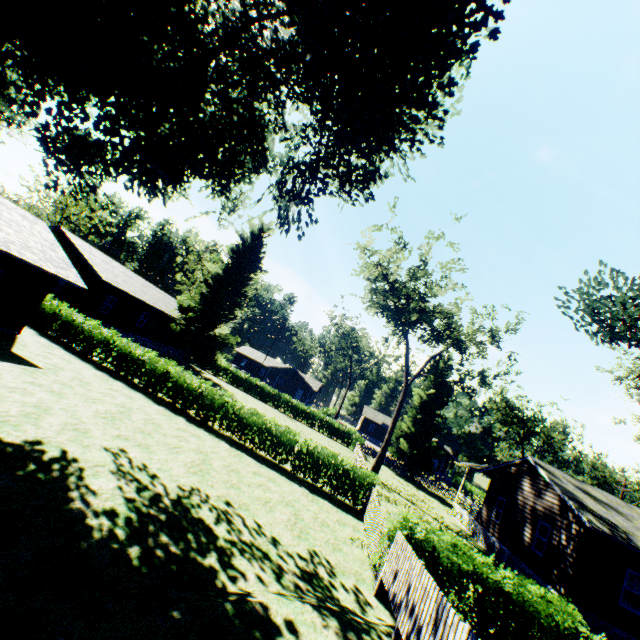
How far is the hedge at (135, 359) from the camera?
16.12m

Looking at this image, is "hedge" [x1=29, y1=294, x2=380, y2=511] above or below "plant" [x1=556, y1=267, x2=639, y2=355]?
below

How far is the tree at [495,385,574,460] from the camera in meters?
50.9 m

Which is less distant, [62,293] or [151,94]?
[151,94]

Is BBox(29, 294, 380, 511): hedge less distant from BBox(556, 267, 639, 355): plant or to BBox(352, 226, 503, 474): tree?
BBox(556, 267, 639, 355): plant

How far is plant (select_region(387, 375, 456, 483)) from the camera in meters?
37.8 m

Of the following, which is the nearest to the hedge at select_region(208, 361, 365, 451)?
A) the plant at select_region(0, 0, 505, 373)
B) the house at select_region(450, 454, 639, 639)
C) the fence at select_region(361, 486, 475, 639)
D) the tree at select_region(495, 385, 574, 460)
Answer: the fence at select_region(361, 486, 475, 639)

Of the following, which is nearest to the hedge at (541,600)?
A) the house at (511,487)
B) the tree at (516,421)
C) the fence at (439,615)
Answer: the fence at (439,615)
